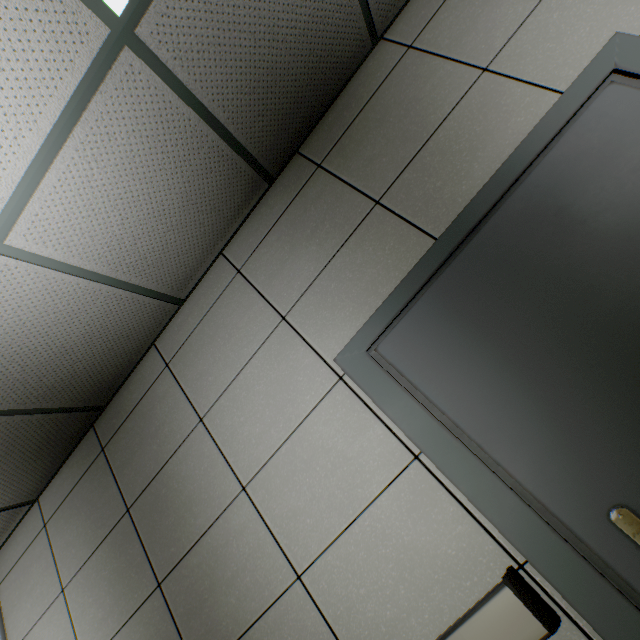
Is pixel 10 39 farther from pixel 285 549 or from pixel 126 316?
pixel 285 549
